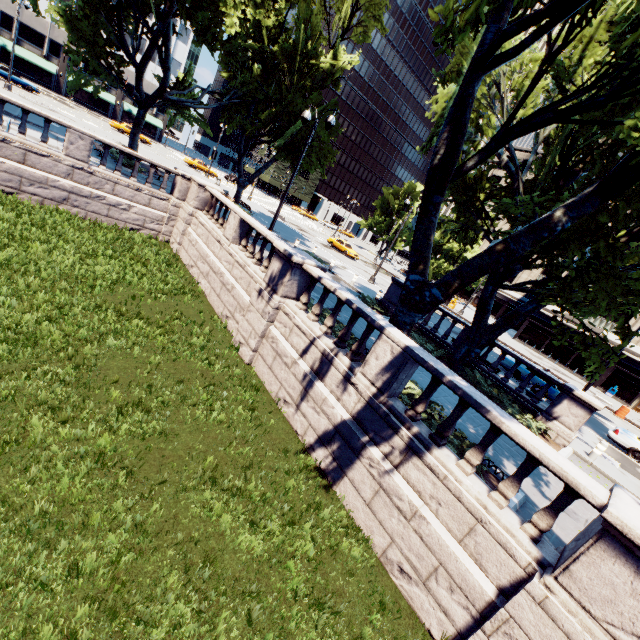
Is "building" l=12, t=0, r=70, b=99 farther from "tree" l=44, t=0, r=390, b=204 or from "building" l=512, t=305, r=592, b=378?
"building" l=512, t=305, r=592, b=378

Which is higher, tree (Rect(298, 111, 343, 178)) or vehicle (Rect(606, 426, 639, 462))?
tree (Rect(298, 111, 343, 178))

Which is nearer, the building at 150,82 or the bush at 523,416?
the bush at 523,416

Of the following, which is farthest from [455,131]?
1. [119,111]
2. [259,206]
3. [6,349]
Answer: [119,111]

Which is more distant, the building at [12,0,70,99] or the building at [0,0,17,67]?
the building at [12,0,70,99]

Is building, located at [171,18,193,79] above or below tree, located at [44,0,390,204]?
above

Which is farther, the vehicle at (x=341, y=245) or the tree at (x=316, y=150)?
the vehicle at (x=341, y=245)

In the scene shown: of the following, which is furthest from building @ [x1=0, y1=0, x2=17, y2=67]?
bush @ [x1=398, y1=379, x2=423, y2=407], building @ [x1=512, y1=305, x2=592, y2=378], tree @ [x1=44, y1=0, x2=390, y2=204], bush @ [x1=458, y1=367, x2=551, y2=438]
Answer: bush @ [x1=458, y1=367, x2=551, y2=438]
